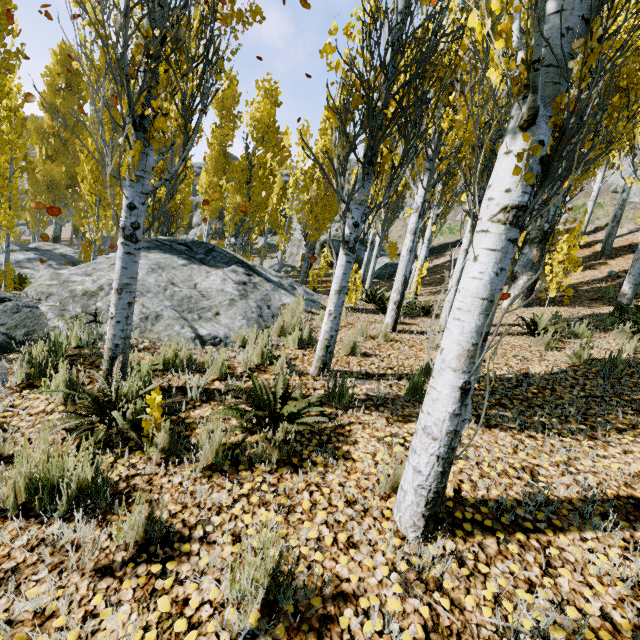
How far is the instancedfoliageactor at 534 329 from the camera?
5.5m

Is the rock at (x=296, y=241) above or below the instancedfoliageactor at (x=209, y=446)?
above

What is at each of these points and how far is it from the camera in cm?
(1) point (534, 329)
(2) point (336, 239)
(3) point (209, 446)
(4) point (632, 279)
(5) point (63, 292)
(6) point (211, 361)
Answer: (1) instancedfoliageactor, 604
(2) rock, 2691
(3) instancedfoliageactor, 247
(4) instancedfoliageactor, 738
(5) rock, 511
(6) instancedfoliageactor, 373

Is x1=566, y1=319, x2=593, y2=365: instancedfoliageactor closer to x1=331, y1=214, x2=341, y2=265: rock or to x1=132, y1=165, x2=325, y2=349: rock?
x1=132, y1=165, x2=325, y2=349: rock

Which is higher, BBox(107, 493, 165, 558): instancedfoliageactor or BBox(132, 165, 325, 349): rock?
BBox(132, 165, 325, 349): rock

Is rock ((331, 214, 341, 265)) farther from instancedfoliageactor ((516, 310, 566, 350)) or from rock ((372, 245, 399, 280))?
instancedfoliageactor ((516, 310, 566, 350))
